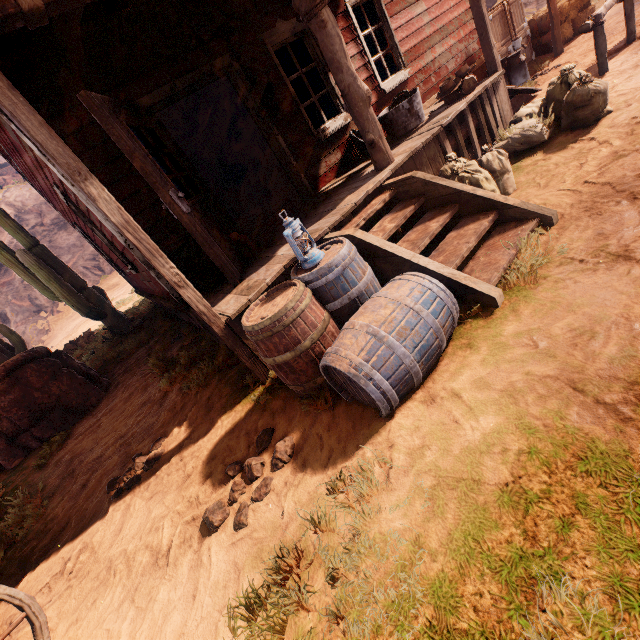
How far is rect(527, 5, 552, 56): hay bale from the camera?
8.9 meters

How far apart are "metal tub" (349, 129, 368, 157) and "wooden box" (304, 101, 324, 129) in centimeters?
692cm

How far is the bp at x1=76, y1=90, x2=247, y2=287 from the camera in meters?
3.0 m

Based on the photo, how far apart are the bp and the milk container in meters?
8.0

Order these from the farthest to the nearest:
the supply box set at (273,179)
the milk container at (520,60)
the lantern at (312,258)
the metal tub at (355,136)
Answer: the supply box set at (273,179) < the milk container at (520,60) < the metal tub at (355,136) < the lantern at (312,258)

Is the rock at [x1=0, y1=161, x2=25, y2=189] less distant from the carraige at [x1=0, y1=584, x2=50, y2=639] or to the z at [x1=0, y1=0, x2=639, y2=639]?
the z at [x1=0, y1=0, x2=639, y2=639]

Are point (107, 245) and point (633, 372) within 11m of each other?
yes

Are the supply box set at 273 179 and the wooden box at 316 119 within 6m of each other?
yes
